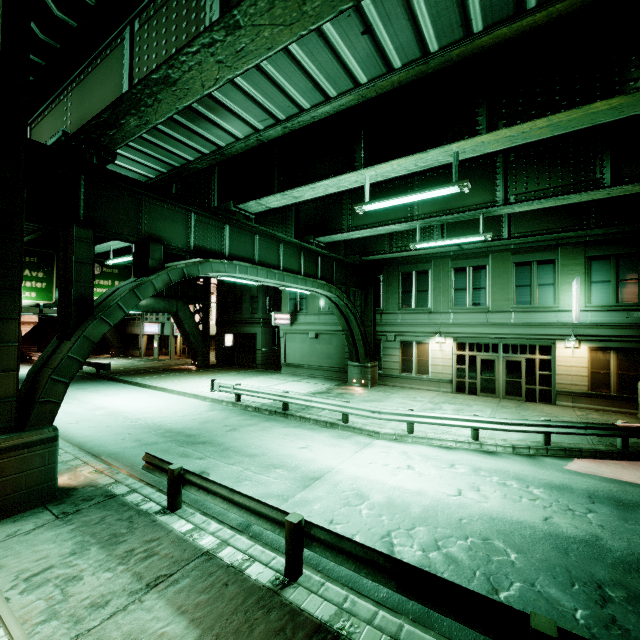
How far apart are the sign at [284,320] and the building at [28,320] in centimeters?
6020cm

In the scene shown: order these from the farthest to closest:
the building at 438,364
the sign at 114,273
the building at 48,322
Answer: the building at 48,322 < the sign at 114,273 < the building at 438,364

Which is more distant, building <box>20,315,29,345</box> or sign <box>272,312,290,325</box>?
building <box>20,315,29,345</box>

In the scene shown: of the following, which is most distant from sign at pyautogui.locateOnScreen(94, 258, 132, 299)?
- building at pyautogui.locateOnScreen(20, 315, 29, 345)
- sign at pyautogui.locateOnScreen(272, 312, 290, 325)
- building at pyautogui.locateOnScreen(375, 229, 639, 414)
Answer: building at pyautogui.locateOnScreen(20, 315, 29, 345)

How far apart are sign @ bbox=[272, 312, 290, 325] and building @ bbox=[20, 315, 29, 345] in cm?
6020

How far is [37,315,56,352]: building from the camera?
41.7m

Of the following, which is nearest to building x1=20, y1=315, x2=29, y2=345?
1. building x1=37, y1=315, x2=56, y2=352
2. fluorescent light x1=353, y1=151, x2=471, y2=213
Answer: building x1=37, y1=315, x2=56, y2=352

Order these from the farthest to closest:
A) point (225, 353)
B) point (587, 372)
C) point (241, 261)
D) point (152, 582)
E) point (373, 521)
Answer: point (225, 353), point (587, 372), point (241, 261), point (373, 521), point (152, 582)
